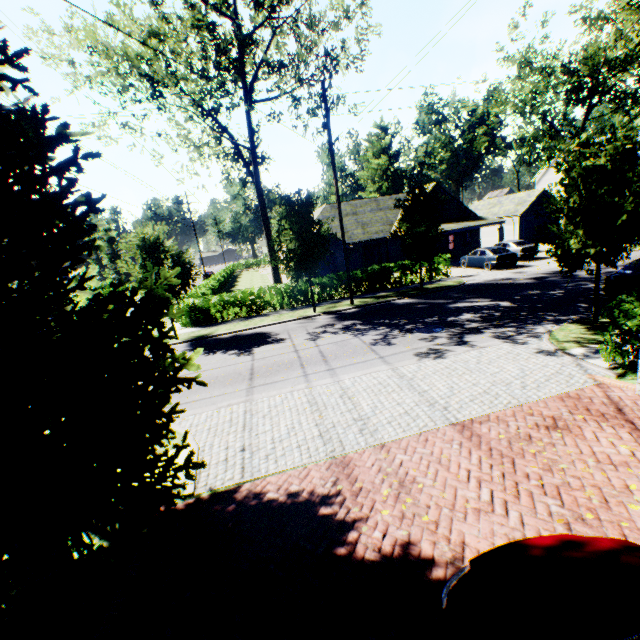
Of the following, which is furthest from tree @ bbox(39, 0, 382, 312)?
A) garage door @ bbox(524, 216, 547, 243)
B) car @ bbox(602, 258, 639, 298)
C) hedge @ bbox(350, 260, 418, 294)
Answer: garage door @ bbox(524, 216, 547, 243)

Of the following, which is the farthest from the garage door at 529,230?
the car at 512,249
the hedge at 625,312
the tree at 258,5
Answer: the hedge at 625,312

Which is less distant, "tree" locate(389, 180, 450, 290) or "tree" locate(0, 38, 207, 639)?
"tree" locate(0, 38, 207, 639)

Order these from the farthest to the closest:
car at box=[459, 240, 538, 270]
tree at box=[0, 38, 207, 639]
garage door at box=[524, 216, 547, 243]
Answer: garage door at box=[524, 216, 547, 243] < car at box=[459, 240, 538, 270] < tree at box=[0, 38, 207, 639]

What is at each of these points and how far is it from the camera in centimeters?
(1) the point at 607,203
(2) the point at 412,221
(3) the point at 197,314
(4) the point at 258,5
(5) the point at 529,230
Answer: (1) tree, 957cm
(2) tree, 1795cm
(3) hedge, 2062cm
(4) tree, 1566cm
(5) garage door, 3572cm

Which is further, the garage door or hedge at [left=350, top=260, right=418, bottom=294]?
the garage door

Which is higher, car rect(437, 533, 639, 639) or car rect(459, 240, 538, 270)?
car rect(437, 533, 639, 639)

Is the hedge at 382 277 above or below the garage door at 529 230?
below
